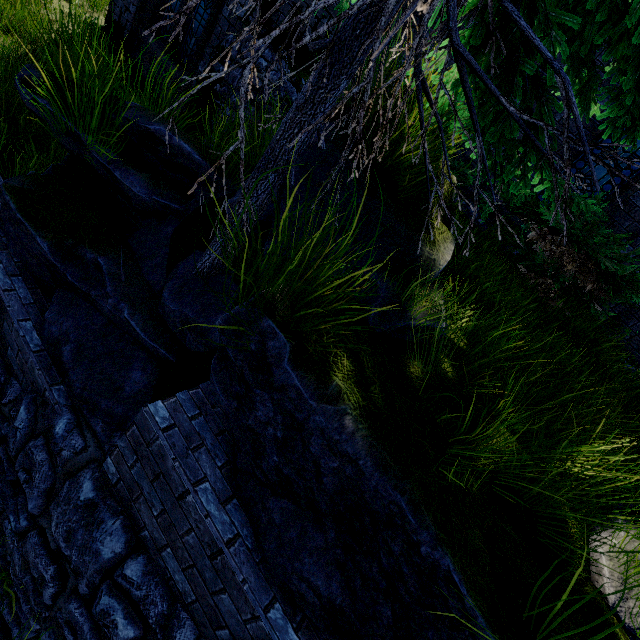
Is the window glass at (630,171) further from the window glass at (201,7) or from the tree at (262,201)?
the window glass at (201,7)

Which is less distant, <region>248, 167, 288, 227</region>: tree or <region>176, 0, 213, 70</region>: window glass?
<region>248, 167, 288, 227</region>: tree

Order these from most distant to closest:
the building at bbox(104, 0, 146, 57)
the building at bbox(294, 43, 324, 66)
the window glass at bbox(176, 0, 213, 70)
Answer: the building at bbox(104, 0, 146, 57), the window glass at bbox(176, 0, 213, 70), the building at bbox(294, 43, 324, 66)

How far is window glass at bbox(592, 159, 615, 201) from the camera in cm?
621

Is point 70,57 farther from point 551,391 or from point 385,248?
point 551,391

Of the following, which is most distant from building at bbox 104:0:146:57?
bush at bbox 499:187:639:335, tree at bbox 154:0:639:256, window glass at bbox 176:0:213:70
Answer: tree at bbox 154:0:639:256

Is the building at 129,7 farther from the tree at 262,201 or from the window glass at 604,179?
the tree at 262,201

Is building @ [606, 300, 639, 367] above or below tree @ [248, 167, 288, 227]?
above
